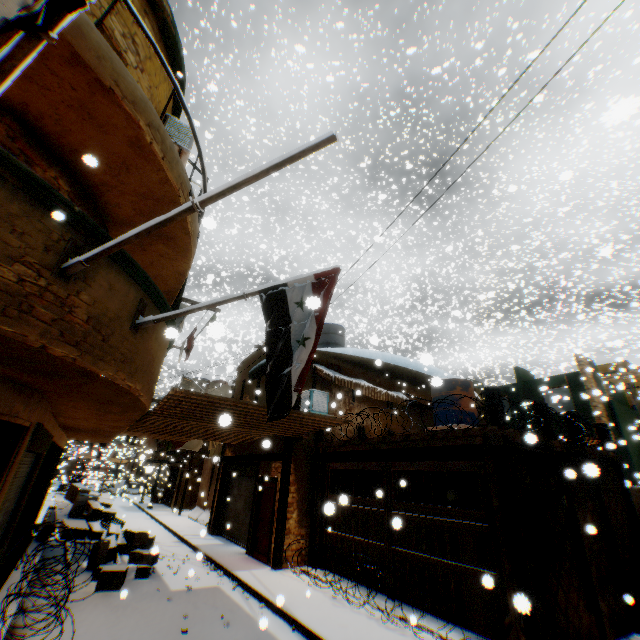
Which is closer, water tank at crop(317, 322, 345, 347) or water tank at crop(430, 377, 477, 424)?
water tank at crop(430, 377, 477, 424)

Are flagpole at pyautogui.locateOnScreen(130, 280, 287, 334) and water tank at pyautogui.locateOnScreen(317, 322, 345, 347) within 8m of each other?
no

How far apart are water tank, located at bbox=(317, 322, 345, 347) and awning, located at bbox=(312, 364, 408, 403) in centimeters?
220cm

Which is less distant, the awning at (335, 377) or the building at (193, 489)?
the building at (193, 489)

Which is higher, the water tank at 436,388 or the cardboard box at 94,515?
the water tank at 436,388

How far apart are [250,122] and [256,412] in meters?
35.1

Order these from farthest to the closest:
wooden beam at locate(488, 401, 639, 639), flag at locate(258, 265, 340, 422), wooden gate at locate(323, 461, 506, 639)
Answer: wooden gate at locate(323, 461, 506, 639) < wooden beam at locate(488, 401, 639, 639) < flag at locate(258, 265, 340, 422)

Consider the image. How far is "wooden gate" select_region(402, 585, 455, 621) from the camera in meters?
6.6 m
